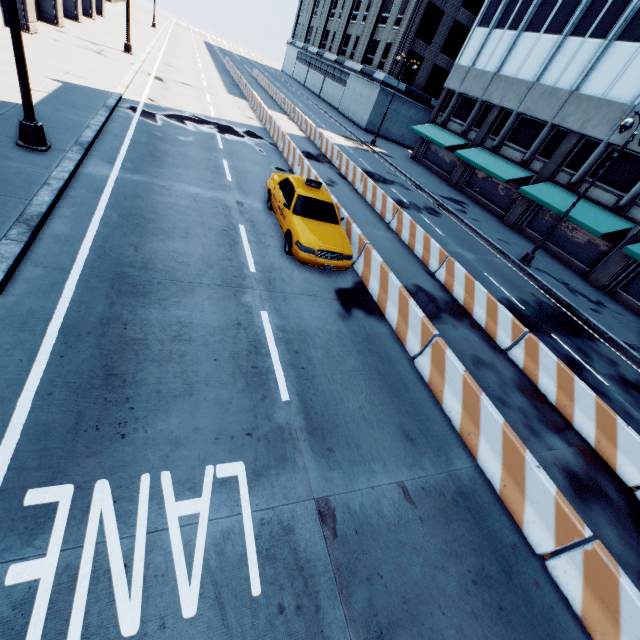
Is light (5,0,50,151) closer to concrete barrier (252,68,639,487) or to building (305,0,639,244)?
concrete barrier (252,68,639,487)

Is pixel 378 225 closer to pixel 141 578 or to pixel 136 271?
pixel 136 271

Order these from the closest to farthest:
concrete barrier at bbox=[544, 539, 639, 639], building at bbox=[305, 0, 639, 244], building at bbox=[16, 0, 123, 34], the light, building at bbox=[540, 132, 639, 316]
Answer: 1. concrete barrier at bbox=[544, 539, 639, 639]
2. the light
3. building at bbox=[16, 0, 123, 34]
4. building at bbox=[540, 132, 639, 316]
5. building at bbox=[305, 0, 639, 244]

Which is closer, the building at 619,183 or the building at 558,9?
the building at 619,183

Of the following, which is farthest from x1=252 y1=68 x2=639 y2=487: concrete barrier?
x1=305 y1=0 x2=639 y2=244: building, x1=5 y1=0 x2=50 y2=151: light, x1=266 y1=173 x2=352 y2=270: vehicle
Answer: x1=305 y1=0 x2=639 y2=244: building

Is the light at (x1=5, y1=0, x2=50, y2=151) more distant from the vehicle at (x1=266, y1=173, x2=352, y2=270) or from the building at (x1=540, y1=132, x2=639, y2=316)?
the building at (x1=540, y1=132, x2=639, y2=316)

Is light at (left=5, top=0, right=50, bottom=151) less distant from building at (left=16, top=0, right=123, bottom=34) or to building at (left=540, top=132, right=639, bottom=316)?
building at (left=16, top=0, right=123, bottom=34)

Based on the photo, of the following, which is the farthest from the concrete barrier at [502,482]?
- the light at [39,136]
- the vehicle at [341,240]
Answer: the light at [39,136]
